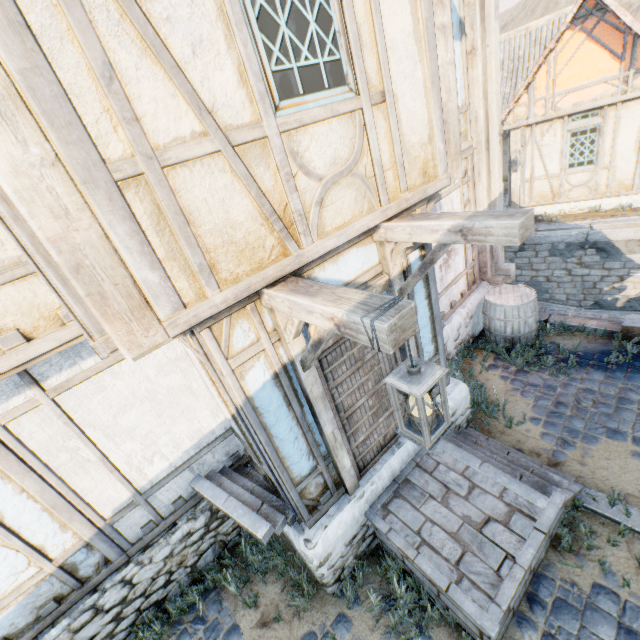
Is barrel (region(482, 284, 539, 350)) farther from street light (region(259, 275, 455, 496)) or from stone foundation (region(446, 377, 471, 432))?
street light (region(259, 275, 455, 496))

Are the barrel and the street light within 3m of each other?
no

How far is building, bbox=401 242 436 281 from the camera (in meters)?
3.84

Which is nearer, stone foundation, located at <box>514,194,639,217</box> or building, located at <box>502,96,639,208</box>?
building, located at <box>502,96,639,208</box>

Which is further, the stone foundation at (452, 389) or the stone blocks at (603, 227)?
the stone blocks at (603, 227)

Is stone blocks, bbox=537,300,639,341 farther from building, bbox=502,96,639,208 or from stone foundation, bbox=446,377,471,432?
stone foundation, bbox=446,377,471,432

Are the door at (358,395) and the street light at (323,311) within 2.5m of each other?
yes

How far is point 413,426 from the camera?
2.27m
